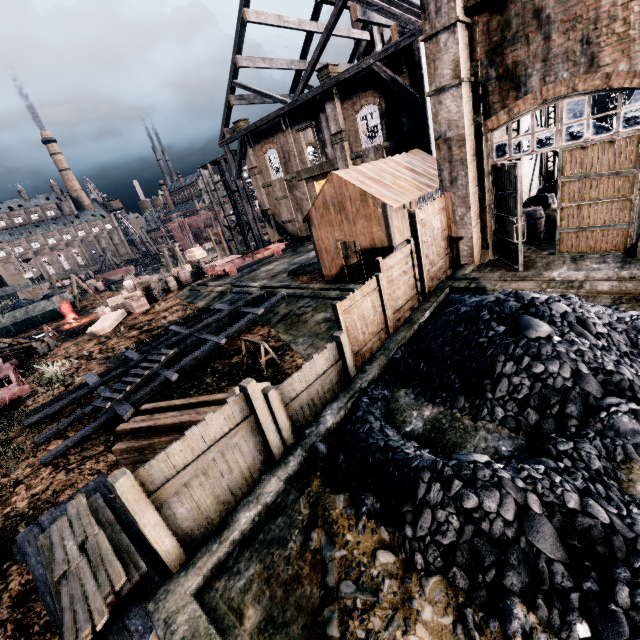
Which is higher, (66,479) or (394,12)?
(394,12)

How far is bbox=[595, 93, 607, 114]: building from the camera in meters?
32.8

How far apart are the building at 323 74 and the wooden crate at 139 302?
22.7m

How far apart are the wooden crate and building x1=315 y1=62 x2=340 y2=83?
22.7m

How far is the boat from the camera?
57.12m

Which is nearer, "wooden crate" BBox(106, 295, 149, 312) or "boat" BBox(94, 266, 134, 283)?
"wooden crate" BBox(106, 295, 149, 312)

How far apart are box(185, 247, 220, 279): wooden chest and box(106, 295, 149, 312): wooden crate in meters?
7.9 m

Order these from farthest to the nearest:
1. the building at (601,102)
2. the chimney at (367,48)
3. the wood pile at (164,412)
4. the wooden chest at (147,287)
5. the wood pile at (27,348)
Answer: → the chimney at (367,48), the building at (601,102), the wooden chest at (147,287), the wood pile at (27,348), the wood pile at (164,412)
